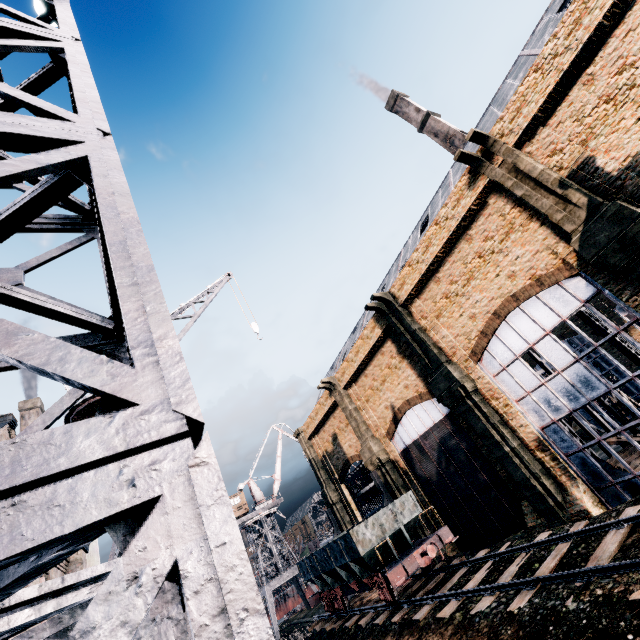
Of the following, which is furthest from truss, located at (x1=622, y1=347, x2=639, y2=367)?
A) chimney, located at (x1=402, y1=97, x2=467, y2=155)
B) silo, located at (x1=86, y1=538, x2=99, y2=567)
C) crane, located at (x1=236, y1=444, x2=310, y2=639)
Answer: crane, located at (x1=236, y1=444, x2=310, y2=639)

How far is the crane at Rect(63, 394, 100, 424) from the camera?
10.1 meters

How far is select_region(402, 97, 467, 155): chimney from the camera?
52.7 meters

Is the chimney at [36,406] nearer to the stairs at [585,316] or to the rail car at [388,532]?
the rail car at [388,532]

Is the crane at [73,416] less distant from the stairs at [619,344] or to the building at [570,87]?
the building at [570,87]

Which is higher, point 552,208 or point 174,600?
point 552,208

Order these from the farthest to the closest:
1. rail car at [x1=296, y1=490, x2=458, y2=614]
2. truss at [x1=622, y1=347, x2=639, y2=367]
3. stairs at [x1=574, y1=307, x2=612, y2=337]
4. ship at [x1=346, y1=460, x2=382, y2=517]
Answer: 1. ship at [x1=346, y1=460, x2=382, y2=517]
2. stairs at [x1=574, y1=307, x2=612, y2=337]
3. truss at [x1=622, y1=347, x2=639, y2=367]
4. rail car at [x1=296, y1=490, x2=458, y2=614]

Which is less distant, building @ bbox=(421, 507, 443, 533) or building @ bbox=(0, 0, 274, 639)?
building @ bbox=(0, 0, 274, 639)
